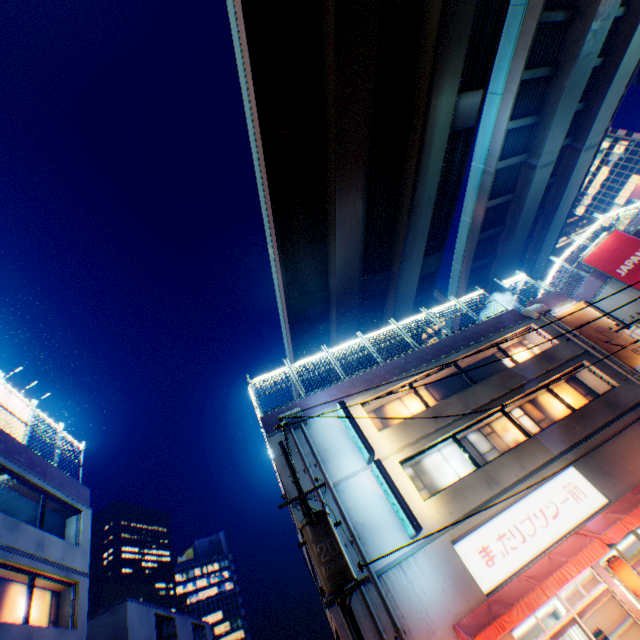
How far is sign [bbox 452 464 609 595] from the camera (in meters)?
10.44

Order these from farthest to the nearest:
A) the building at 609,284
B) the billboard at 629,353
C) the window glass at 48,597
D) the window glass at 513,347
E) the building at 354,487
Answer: the building at 609,284 < the window glass at 513,347 < the billboard at 629,353 < the window glass at 48,597 < the building at 354,487

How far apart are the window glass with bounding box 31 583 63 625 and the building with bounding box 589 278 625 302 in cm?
3206

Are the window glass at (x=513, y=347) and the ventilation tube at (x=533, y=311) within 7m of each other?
yes

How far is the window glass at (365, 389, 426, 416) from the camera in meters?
15.4

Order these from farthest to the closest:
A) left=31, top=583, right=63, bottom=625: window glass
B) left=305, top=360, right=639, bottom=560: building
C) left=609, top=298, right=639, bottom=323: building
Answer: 1. left=609, top=298, right=639, bottom=323: building
2. left=31, top=583, right=63, bottom=625: window glass
3. left=305, top=360, right=639, bottom=560: building

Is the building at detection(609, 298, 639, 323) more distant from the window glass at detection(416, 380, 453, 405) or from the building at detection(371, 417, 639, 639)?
the window glass at detection(416, 380, 453, 405)

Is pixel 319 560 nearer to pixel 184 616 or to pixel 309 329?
pixel 309 329
